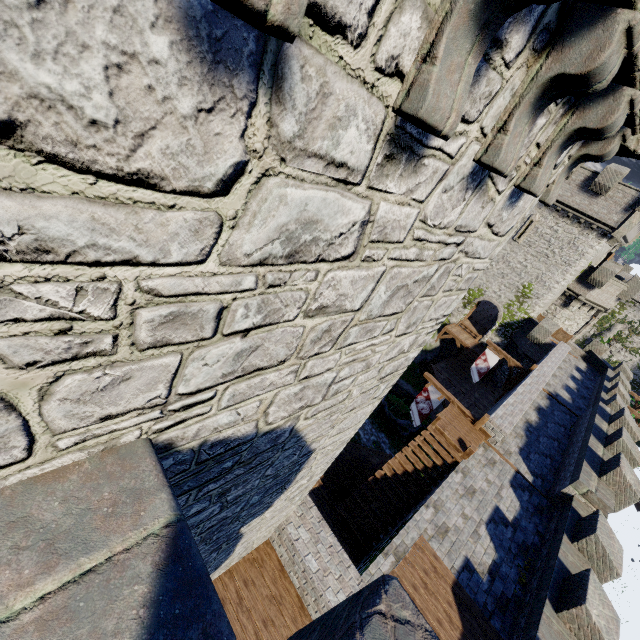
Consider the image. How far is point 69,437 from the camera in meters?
1.5

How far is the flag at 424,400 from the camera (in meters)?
16.61

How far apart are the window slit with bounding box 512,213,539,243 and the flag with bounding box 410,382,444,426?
21.24m

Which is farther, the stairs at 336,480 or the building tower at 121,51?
the stairs at 336,480

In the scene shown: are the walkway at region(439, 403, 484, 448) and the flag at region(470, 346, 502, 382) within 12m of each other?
yes

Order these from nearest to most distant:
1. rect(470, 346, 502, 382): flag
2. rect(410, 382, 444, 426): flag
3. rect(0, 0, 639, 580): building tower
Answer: rect(0, 0, 639, 580): building tower < rect(410, 382, 444, 426): flag < rect(470, 346, 502, 382): flag

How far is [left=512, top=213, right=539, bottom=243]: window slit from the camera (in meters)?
29.05

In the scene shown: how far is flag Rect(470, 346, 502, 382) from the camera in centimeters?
2303cm
